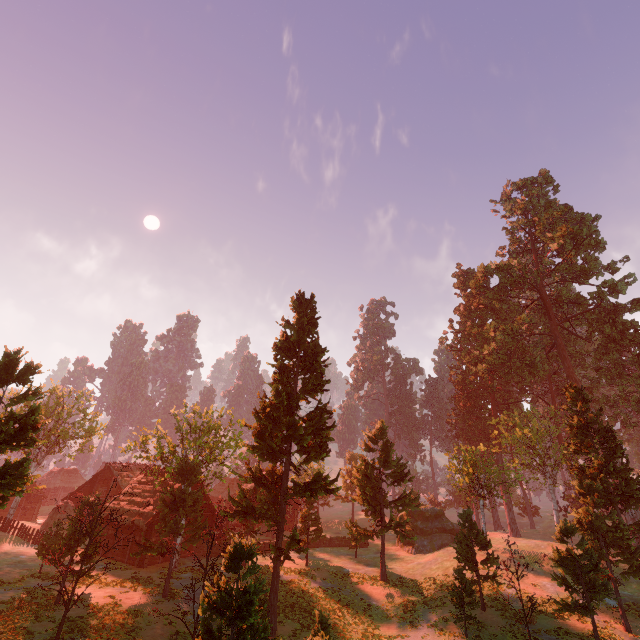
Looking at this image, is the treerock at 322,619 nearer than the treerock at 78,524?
Yes

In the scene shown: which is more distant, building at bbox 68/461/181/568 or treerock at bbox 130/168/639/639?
building at bbox 68/461/181/568

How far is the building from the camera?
29.36m

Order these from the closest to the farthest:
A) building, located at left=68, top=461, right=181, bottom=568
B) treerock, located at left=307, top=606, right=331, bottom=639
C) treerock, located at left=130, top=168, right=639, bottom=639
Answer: treerock, located at left=307, top=606, right=331, bottom=639
treerock, located at left=130, top=168, right=639, bottom=639
building, located at left=68, top=461, right=181, bottom=568

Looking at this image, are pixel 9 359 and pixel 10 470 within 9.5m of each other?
yes

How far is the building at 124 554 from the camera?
29.4m

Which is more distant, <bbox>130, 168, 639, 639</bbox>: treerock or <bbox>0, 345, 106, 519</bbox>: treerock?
<bbox>130, 168, 639, 639</bbox>: treerock
